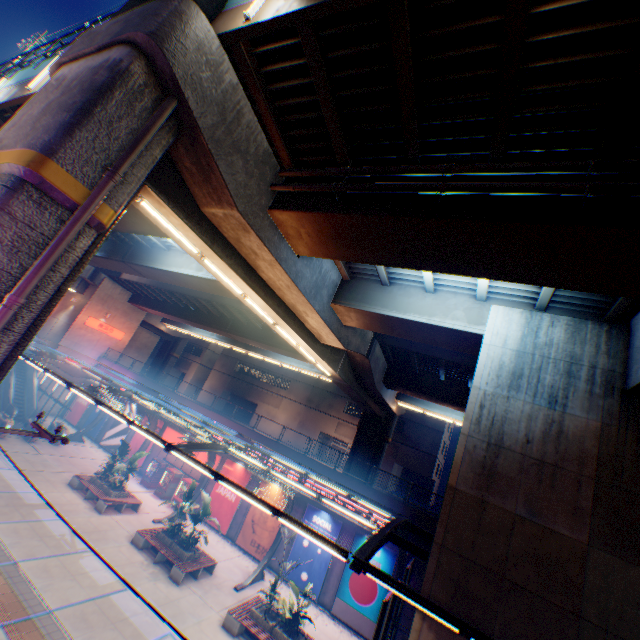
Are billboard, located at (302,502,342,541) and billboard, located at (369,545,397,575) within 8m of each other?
yes

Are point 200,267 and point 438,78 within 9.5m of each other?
no

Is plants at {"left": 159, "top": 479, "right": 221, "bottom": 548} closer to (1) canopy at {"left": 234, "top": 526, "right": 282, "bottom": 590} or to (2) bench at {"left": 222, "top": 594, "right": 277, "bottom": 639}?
(1) canopy at {"left": 234, "top": 526, "right": 282, "bottom": 590}

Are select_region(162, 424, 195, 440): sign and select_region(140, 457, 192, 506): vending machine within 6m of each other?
yes

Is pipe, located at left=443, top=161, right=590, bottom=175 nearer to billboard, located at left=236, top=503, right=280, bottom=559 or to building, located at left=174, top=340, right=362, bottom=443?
billboard, located at left=236, top=503, right=280, bottom=559

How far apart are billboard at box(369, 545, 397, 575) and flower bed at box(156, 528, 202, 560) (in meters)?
8.17

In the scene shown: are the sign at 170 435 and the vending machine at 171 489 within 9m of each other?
yes

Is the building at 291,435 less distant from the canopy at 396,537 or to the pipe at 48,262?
the canopy at 396,537
